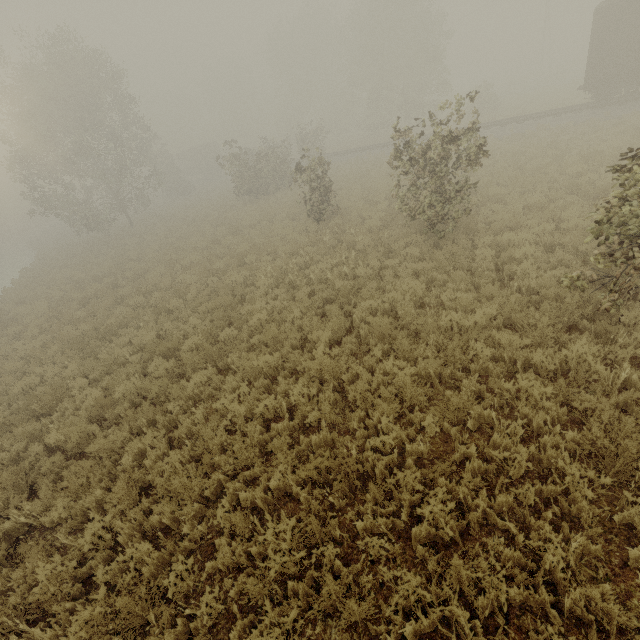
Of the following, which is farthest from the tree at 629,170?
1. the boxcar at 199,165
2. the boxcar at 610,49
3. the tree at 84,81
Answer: the boxcar at 199,165

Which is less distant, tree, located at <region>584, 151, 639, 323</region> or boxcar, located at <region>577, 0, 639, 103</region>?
tree, located at <region>584, 151, 639, 323</region>

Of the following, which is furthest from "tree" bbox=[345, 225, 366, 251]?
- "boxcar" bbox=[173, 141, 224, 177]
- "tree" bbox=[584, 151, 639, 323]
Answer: "boxcar" bbox=[173, 141, 224, 177]

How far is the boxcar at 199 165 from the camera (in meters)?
49.84

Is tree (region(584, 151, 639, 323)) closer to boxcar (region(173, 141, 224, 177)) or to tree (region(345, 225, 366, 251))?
tree (region(345, 225, 366, 251))

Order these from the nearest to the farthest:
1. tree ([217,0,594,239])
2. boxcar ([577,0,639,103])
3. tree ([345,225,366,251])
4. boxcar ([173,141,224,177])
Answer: tree ([217,0,594,239])
tree ([345,225,366,251])
boxcar ([577,0,639,103])
boxcar ([173,141,224,177])

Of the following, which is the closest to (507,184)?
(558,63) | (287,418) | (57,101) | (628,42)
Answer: (628,42)

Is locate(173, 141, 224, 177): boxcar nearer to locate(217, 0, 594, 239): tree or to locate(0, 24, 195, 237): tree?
locate(217, 0, 594, 239): tree
